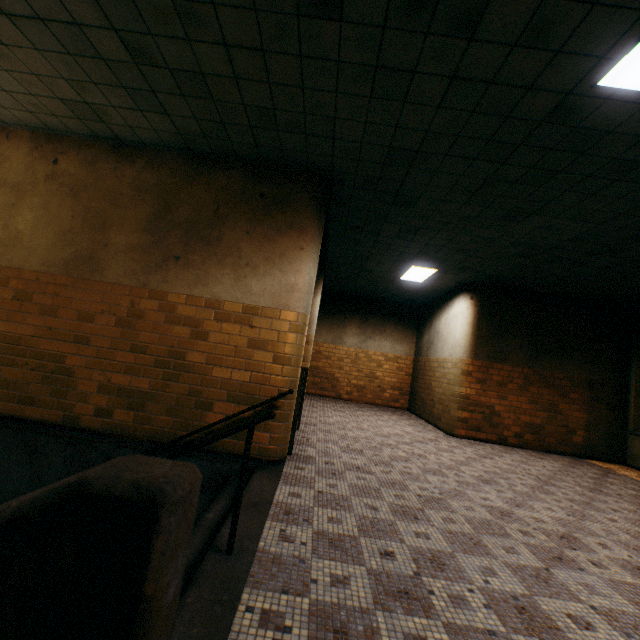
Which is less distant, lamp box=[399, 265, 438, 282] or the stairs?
the stairs

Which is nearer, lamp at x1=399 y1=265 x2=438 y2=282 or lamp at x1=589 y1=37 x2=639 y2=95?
lamp at x1=589 y1=37 x2=639 y2=95

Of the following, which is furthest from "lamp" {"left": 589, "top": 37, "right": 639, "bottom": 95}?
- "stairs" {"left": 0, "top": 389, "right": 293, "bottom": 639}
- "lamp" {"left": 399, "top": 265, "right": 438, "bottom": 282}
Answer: "lamp" {"left": 399, "top": 265, "right": 438, "bottom": 282}

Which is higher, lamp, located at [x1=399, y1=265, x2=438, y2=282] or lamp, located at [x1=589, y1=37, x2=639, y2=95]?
lamp, located at [x1=399, y1=265, x2=438, y2=282]

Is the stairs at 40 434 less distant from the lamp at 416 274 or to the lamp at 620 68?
the lamp at 620 68

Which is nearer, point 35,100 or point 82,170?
point 35,100

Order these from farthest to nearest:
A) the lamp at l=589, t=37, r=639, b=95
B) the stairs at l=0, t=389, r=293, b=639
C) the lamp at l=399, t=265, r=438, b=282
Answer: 1. the lamp at l=399, t=265, r=438, b=282
2. the lamp at l=589, t=37, r=639, b=95
3. the stairs at l=0, t=389, r=293, b=639
